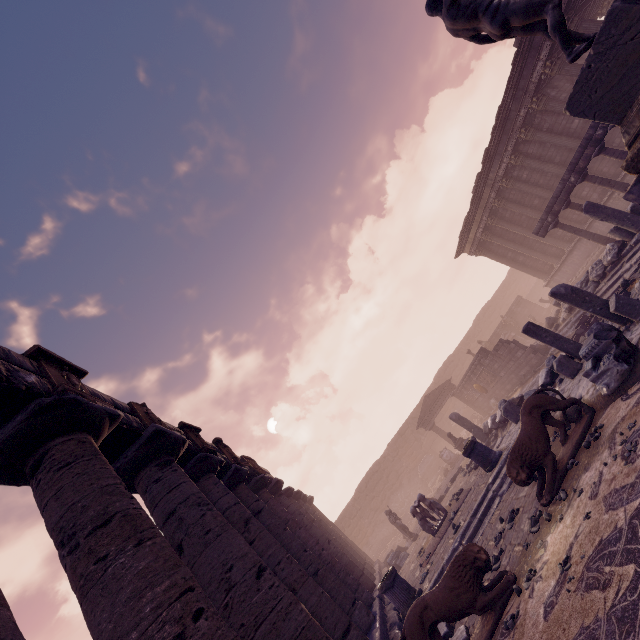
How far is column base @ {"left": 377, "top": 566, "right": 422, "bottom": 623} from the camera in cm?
817

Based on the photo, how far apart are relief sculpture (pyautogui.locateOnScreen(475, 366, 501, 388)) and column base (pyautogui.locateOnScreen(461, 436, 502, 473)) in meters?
9.8 m

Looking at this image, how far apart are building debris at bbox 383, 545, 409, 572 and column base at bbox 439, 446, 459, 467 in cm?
748

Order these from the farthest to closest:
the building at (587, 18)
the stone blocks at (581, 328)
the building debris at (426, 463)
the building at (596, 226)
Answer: the building debris at (426, 463) < the building at (596, 226) < the building at (587, 18) < the stone blocks at (581, 328)

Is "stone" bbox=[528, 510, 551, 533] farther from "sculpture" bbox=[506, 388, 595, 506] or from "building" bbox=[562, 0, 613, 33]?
"building" bbox=[562, 0, 613, 33]

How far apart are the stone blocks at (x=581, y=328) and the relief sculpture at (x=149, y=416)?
13.2 meters

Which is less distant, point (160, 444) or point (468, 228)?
point (160, 444)

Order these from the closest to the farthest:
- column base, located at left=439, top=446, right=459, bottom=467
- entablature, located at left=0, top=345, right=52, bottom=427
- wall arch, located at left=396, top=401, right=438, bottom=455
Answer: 1. entablature, located at left=0, top=345, right=52, bottom=427
2. column base, located at left=439, top=446, right=459, bottom=467
3. wall arch, located at left=396, top=401, right=438, bottom=455
